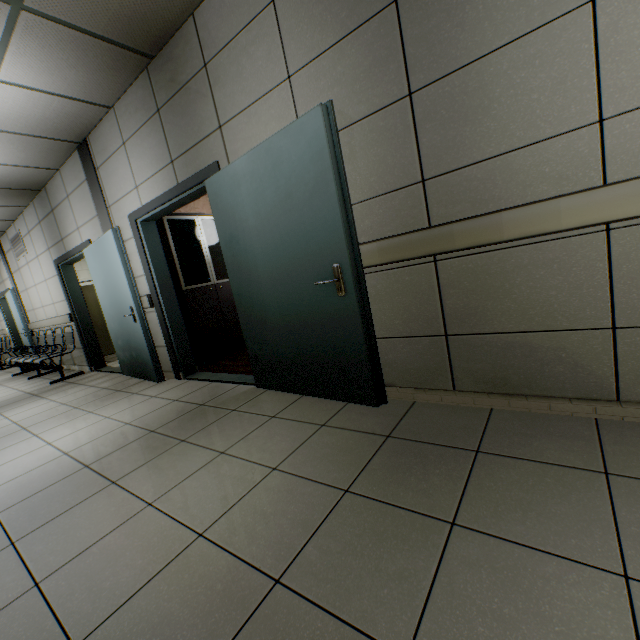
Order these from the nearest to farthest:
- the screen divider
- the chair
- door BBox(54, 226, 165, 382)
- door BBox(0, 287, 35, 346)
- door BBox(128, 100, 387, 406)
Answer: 1. door BBox(128, 100, 387, 406)
2. door BBox(54, 226, 165, 382)
3. the chair
4. the screen divider
5. door BBox(0, 287, 35, 346)

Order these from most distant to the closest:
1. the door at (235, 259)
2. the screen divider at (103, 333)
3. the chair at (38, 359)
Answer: the screen divider at (103, 333), the chair at (38, 359), the door at (235, 259)

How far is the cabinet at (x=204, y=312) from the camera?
4.52m

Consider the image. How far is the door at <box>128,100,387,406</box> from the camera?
2.1m

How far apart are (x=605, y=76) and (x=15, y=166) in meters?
6.4

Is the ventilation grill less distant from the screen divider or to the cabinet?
the screen divider

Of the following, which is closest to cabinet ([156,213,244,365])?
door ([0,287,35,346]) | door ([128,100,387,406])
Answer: door ([128,100,387,406])

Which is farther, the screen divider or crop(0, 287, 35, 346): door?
crop(0, 287, 35, 346): door
